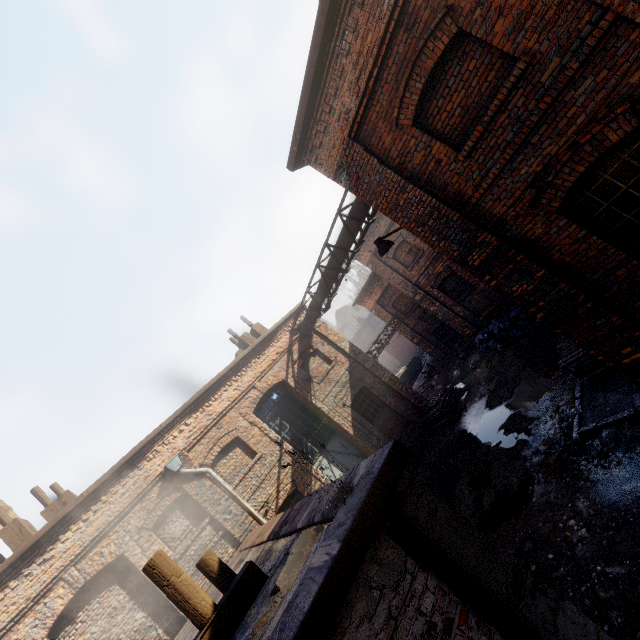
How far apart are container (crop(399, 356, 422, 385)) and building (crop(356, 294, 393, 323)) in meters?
5.8 m

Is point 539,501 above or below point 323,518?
below

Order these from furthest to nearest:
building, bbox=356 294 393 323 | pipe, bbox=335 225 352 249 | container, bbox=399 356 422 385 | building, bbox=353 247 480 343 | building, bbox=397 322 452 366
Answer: container, bbox=399 356 422 385 → building, bbox=356 294 393 323 → building, bbox=397 322 452 366 → building, bbox=353 247 480 343 → pipe, bbox=335 225 352 249

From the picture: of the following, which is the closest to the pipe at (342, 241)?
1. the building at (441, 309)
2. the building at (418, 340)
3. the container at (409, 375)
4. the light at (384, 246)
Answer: the light at (384, 246)

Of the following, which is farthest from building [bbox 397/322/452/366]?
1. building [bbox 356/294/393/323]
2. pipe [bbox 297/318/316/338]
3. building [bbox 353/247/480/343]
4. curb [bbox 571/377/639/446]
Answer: curb [bbox 571/377/639/446]

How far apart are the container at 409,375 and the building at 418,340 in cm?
484

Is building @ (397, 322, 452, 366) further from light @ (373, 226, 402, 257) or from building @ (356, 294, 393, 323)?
light @ (373, 226, 402, 257)

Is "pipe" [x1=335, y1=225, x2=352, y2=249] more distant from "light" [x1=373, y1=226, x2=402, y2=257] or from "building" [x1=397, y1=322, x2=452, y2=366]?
"building" [x1=397, y1=322, x2=452, y2=366]
